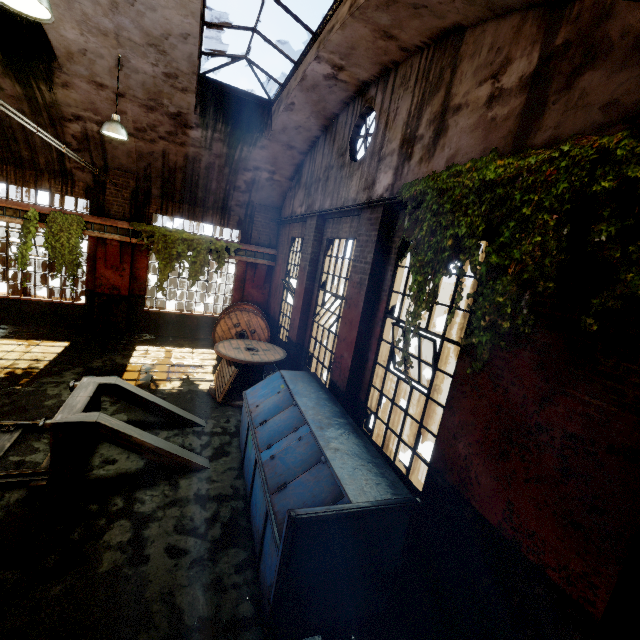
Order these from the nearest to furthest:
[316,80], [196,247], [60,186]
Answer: [316,80]
[60,186]
[196,247]

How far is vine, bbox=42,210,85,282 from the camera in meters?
9.8 m

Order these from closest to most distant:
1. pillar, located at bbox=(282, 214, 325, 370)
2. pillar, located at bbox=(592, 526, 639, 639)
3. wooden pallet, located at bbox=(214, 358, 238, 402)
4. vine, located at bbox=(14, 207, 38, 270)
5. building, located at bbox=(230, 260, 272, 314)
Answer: pillar, located at bbox=(592, 526, 639, 639), wooden pallet, located at bbox=(214, 358, 238, 402), pillar, located at bbox=(282, 214, 325, 370), vine, located at bbox=(14, 207, 38, 270), building, located at bbox=(230, 260, 272, 314)

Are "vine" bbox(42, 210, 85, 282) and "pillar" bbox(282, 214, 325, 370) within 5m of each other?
no

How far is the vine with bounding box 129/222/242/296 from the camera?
10.9m

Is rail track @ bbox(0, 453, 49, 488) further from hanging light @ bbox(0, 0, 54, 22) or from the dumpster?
hanging light @ bbox(0, 0, 54, 22)

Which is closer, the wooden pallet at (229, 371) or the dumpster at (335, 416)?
the dumpster at (335, 416)

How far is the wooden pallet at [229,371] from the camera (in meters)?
7.84
